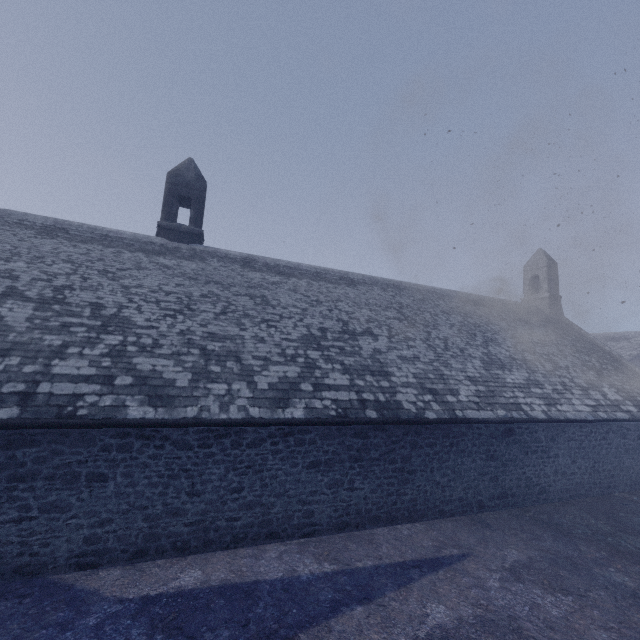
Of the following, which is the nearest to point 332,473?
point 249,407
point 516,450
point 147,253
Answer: point 249,407
